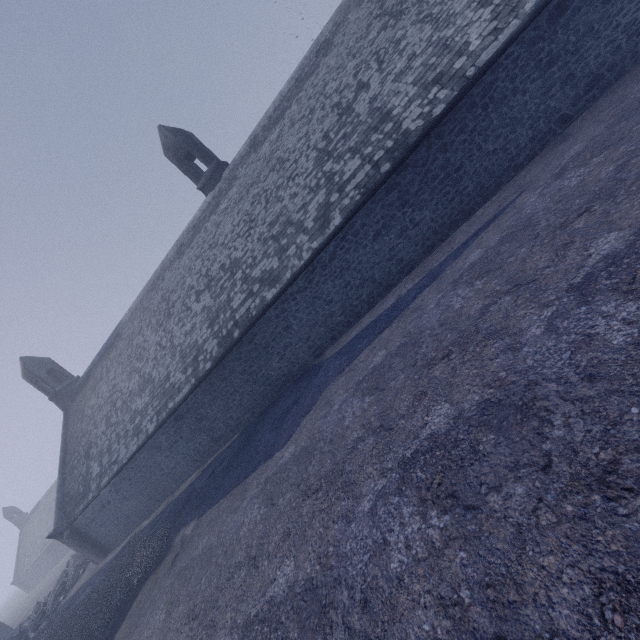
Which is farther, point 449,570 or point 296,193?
point 296,193
